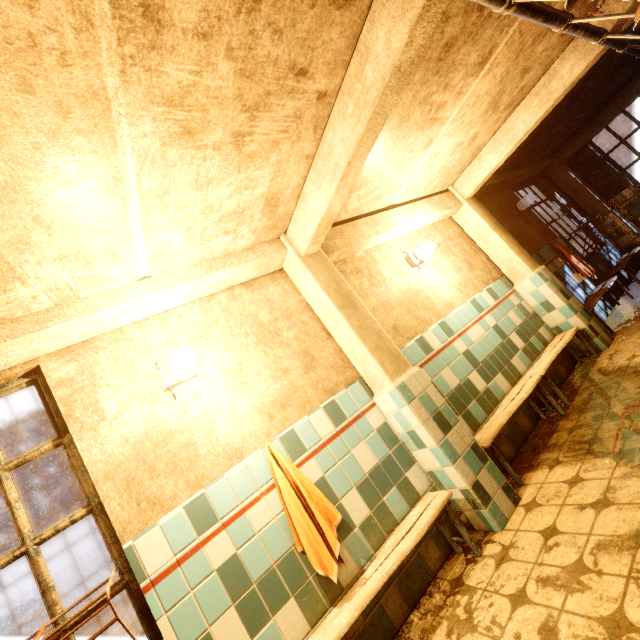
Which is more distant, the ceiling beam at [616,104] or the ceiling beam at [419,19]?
the ceiling beam at [616,104]

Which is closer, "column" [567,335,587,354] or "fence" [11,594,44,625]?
"column" [567,335,587,354]

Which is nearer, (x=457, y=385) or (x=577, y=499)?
(x=577, y=499)

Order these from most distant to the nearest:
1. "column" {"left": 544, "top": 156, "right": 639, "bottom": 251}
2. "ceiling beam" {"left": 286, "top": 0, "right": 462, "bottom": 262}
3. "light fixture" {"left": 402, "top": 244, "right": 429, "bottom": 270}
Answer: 1. "column" {"left": 544, "top": 156, "right": 639, "bottom": 251}
2. "light fixture" {"left": 402, "top": 244, "right": 429, "bottom": 270}
3. "ceiling beam" {"left": 286, "top": 0, "right": 462, "bottom": 262}

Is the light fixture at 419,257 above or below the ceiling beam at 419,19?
below

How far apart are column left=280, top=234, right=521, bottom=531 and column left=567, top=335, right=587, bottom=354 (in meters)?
2.73

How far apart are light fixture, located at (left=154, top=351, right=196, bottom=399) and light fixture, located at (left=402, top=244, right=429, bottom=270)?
2.85m

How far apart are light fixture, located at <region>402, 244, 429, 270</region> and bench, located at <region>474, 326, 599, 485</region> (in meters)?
1.73
